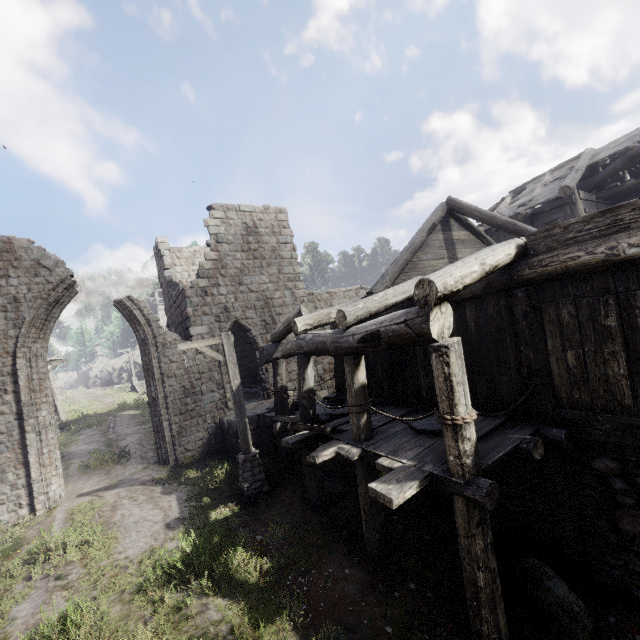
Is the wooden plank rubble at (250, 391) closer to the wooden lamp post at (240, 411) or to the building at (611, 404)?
the building at (611, 404)

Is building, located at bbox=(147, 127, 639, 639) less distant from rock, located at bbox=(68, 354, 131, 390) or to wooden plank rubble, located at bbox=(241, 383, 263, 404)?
wooden plank rubble, located at bbox=(241, 383, 263, 404)

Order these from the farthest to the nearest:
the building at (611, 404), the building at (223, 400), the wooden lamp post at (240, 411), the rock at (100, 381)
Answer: the rock at (100, 381) < the building at (223, 400) < the wooden lamp post at (240, 411) < the building at (611, 404)

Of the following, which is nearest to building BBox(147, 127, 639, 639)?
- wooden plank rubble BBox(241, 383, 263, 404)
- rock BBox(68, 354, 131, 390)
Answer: wooden plank rubble BBox(241, 383, 263, 404)

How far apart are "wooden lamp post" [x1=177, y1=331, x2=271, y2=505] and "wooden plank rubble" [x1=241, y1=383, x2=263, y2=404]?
5.40m

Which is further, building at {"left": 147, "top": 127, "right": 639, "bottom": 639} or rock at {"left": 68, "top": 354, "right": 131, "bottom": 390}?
rock at {"left": 68, "top": 354, "right": 131, "bottom": 390}

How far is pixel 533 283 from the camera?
5.2m

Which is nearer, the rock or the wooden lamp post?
the wooden lamp post
